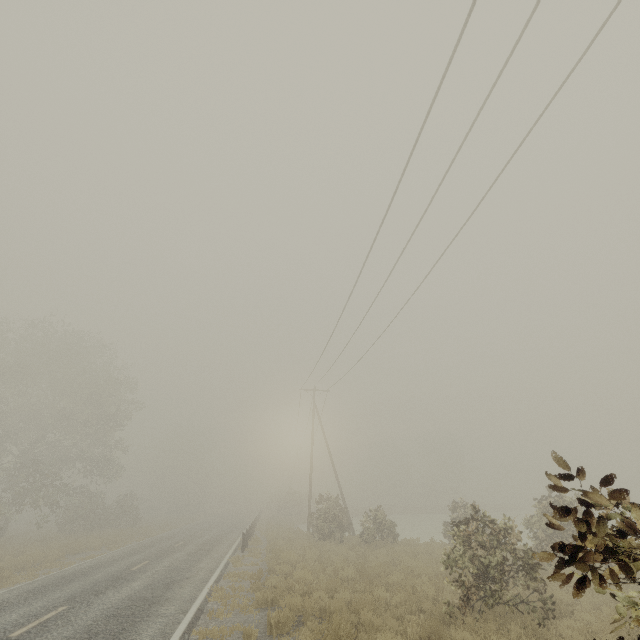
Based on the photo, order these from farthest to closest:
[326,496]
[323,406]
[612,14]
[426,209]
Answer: [323,406], [326,496], [426,209], [612,14]
